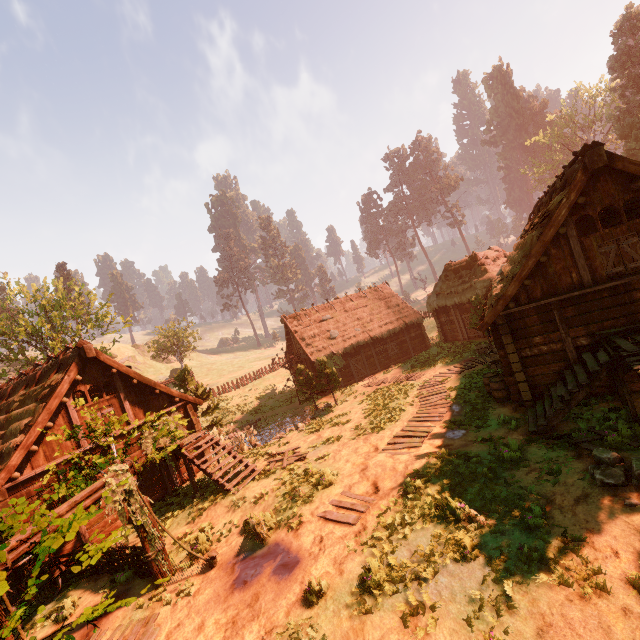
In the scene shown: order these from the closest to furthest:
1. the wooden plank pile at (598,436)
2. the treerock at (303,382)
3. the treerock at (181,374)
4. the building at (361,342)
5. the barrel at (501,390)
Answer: the wooden plank pile at (598,436) < the barrel at (501,390) < the treerock at (181,374) < the treerock at (303,382) < the building at (361,342)

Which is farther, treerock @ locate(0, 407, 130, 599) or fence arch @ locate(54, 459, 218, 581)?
fence arch @ locate(54, 459, 218, 581)

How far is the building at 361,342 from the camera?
28.83m

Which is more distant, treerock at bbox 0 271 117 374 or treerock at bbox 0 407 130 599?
treerock at bbox 0 271 117 374

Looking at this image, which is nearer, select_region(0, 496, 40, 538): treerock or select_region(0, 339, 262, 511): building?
select_region(0, 496, 40, 538): treerock

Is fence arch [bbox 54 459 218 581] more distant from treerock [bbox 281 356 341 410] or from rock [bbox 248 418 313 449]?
rock [bbox 248 418 313 449]

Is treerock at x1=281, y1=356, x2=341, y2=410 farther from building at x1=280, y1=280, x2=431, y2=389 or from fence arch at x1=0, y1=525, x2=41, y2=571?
fence arch at x1=0, y1=525, x2=41, y2=571

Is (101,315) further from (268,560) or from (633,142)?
(633,142)
